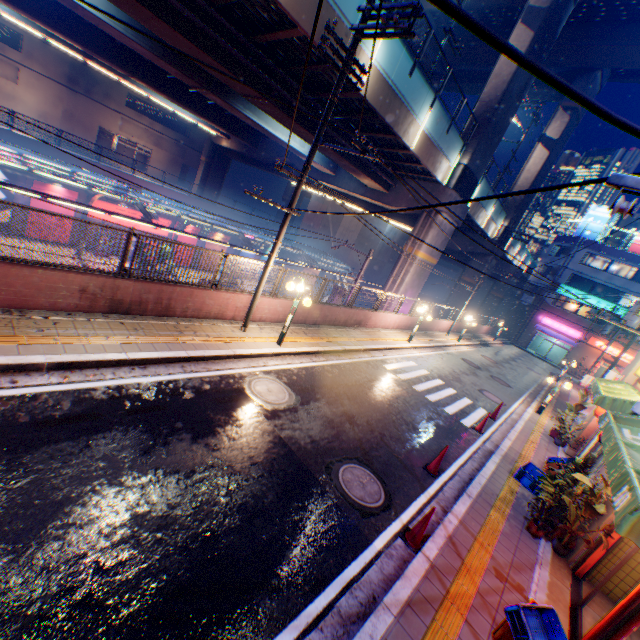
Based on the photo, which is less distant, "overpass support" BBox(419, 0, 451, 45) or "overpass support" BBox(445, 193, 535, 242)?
"overpass support" BBox(445, 193, 535, 242)

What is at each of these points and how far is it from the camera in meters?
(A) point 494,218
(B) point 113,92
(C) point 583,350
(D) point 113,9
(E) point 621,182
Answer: (A) overpass support, 29.3 m
(B) building, 38.8 m
(C) building, 40.9 m
(D) overpass support, 13.3 m
(E) electric pole, 2.3 m

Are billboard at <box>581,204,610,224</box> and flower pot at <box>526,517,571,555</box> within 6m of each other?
no

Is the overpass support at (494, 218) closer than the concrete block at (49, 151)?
No

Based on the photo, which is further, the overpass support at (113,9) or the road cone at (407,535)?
the overpass support at (113,9)

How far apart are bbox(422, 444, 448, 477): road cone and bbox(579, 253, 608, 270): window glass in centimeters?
4668cm

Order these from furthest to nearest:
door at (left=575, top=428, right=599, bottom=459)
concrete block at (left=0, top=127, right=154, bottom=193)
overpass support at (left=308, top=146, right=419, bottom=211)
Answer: concrete block at (left=0, top=127, right=154, bottom=193), overpass support at (left=308, top=146, right=419, bottom=211), door at (left=575, top=428, right=599, bottom=459)

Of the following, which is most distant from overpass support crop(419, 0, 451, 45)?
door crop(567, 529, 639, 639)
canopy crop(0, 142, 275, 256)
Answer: door crop(567, 529, 639, 639)
